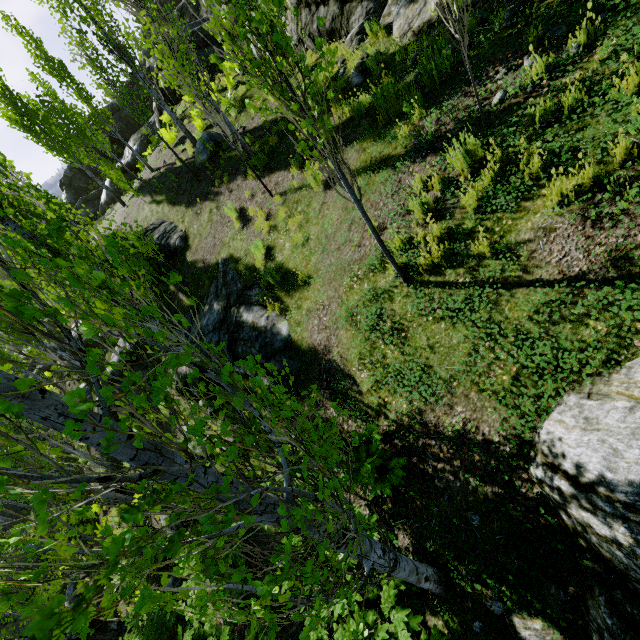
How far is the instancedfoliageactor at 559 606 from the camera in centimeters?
296cm

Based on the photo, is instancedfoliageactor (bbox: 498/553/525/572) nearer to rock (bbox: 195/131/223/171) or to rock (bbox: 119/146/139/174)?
rock (bbox: 195/131/223/171)

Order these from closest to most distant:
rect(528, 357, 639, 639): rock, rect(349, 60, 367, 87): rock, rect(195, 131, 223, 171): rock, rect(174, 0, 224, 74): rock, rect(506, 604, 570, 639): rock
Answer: rect(528, 357, 639, 639): rock → rect(506, 604, 570, 639): rock → rect(349, 60, 367, 87): rock → rect(195, 131, 223, 171): rock → rect(174, 0, 224, 74): rock

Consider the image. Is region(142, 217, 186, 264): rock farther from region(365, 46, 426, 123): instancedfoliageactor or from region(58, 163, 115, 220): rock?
region(58, 163, 115, 220): rock

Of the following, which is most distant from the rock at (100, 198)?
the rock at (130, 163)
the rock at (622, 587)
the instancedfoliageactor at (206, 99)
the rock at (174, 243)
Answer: the rock at (622, 587)

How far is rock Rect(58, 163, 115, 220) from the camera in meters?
30.8

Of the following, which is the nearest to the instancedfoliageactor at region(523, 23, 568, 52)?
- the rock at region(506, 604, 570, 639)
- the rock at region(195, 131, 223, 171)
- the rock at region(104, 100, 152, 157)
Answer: the rock at region(506, 604, 570, 639)

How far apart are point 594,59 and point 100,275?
5.8 meters
